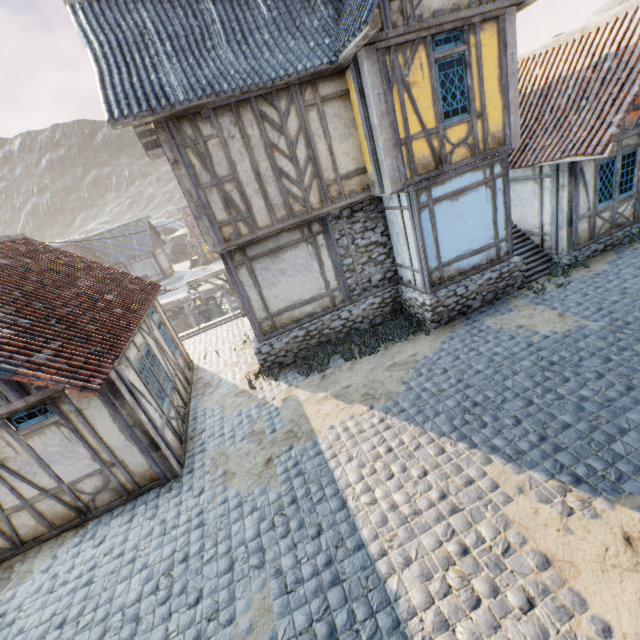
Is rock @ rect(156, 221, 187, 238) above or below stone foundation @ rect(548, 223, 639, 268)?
above

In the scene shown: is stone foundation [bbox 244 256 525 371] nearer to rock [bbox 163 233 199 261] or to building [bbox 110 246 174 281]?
building [bbox 110 246 174 281]

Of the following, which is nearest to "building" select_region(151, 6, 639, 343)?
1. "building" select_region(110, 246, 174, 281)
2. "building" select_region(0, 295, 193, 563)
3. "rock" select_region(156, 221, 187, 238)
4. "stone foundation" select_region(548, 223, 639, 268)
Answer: "stone foundation" select_region(548, 223, 639, 268)

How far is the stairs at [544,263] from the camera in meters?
10.2

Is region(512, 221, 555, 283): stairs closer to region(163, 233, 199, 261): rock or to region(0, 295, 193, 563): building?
region(0, 295, 193, 563): building

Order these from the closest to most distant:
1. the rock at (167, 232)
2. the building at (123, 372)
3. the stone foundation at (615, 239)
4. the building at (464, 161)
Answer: the building at (123, 372)
the building at (464, 161)
the stone foundation at (615, 239)
the rock at (167, 232)

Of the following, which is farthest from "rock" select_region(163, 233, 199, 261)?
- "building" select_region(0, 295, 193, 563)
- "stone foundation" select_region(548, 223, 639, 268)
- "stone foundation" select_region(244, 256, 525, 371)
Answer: "stone foundation" select_region(548, 223, 639, 268)

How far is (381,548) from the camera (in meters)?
4.65
